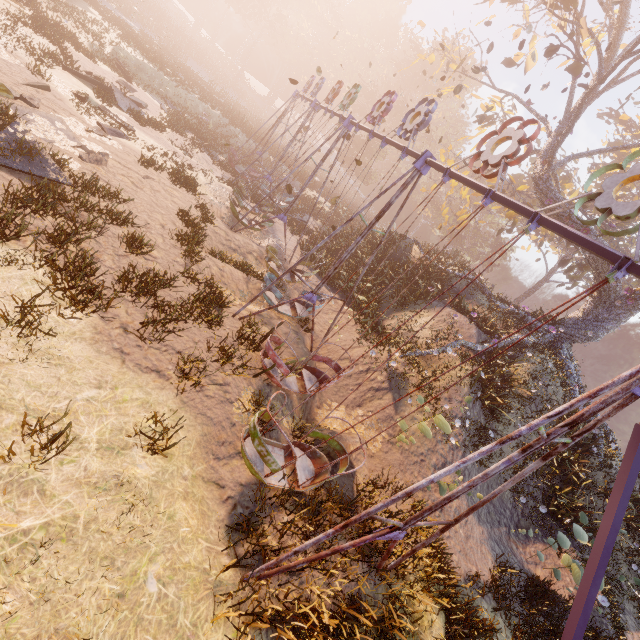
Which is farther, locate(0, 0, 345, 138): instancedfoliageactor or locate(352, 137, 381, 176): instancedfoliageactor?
locate(352, 137, 381, 176): instancedfoliageactor

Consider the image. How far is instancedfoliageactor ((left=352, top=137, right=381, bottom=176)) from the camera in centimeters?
4267cm

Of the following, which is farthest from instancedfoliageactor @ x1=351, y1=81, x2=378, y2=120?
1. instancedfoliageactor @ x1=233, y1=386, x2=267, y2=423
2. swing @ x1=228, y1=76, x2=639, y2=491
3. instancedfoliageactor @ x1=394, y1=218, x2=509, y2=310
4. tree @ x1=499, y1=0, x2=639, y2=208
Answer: instancedfoliageactor @ x1=233, y1=386, x2=267, y2=423

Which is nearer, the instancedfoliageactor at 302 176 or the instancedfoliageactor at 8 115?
the instancedfoliageactor at 8 115

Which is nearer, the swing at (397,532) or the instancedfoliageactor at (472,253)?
the swing at (397,532)

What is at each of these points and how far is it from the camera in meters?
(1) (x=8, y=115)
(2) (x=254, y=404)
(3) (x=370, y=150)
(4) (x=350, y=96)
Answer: (1) instancedfoliageactor, 8.4 m
(2) instancedfoliageactor, 7.1 m
(3) instancedfoliageactor, 43.2 m
(4) swing, 13.1 m

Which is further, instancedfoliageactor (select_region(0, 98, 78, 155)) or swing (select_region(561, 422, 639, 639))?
instancedfoliageactor (select_region(0, 98, 78, 155))

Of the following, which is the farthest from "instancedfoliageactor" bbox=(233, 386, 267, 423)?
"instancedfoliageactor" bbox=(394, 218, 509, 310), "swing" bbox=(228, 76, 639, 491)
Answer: "instancedfoliageactor" bbox=(394, 218, 509, 310)
